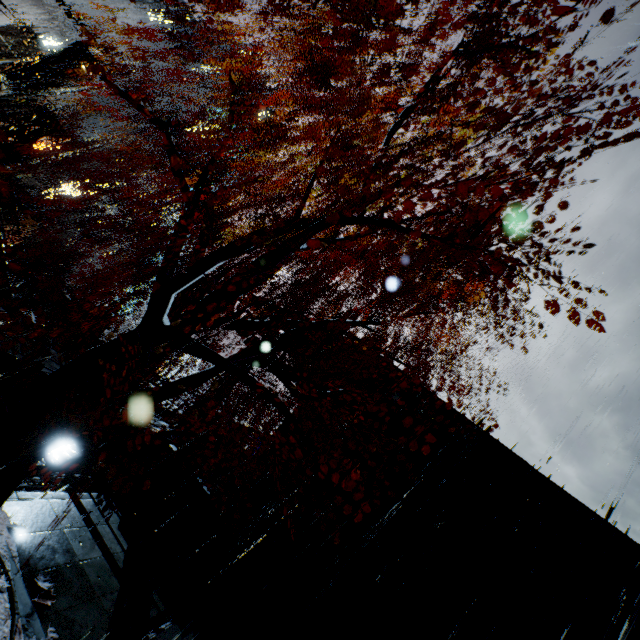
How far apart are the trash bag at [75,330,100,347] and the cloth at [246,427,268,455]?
14.07m

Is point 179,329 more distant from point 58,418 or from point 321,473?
point 321,473

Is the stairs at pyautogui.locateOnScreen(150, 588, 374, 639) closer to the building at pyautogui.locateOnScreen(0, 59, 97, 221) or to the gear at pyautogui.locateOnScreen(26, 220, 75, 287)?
the building at pyautogui.locateOnScreen(0, 59, 97, 221)

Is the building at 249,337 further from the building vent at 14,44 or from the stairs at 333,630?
the building vent at 14,44

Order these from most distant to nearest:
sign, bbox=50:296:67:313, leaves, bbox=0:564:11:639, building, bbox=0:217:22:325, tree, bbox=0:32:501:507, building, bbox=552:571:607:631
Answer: sign, bbox=50:296:67:313
building, bbox=0:217:22:325
building, bbox=552:571:607:631
leaves, bbox=0:564:11:639
tree, bbox=0:32:501:507

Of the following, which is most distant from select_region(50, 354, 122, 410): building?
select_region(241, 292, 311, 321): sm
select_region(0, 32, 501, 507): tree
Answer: select_region(0, 32, 501, 507): tree

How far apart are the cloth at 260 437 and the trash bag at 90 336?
14.07m

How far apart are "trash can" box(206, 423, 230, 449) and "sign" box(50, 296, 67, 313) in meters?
13.2
